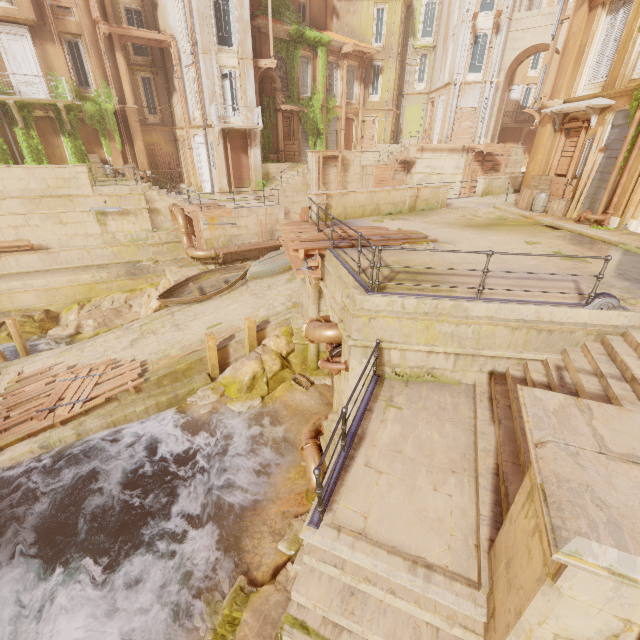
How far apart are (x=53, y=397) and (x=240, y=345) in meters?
7.4

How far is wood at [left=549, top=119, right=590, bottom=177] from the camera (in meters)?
13.43

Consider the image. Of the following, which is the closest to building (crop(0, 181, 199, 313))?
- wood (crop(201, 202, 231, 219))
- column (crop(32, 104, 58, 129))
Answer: wood (crop(201, 202, 231, 219))

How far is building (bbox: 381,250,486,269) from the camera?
8.4 meters

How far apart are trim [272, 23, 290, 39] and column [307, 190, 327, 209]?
18.6m

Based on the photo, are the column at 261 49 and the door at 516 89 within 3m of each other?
no

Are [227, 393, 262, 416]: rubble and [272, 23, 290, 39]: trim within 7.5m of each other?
no

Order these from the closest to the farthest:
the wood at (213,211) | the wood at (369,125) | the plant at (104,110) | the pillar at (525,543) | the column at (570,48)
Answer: the pillar at (525,543), the column at (570,48), the wood at (213,211), the plant at (104,110), the wood at (369,125)
